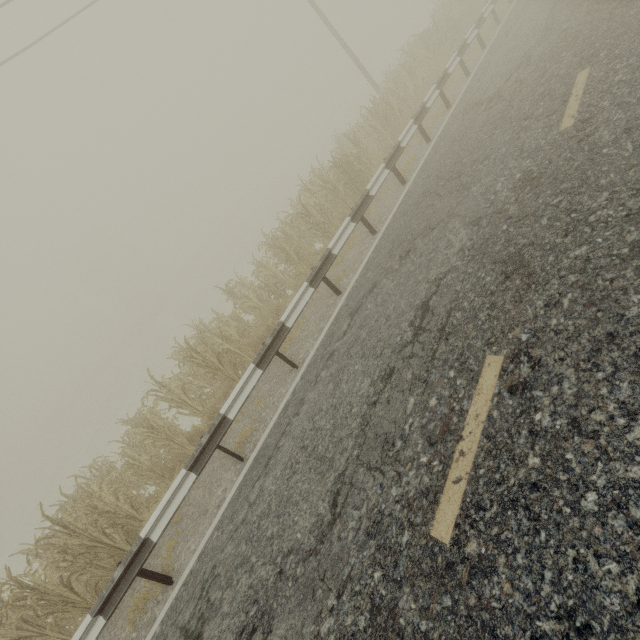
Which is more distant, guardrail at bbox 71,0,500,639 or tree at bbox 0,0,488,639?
tree at bbox 0,0,488,639

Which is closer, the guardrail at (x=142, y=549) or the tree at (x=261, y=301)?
the guardrail at (x=142, y=549)

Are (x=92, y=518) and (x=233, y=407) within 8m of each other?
yes
